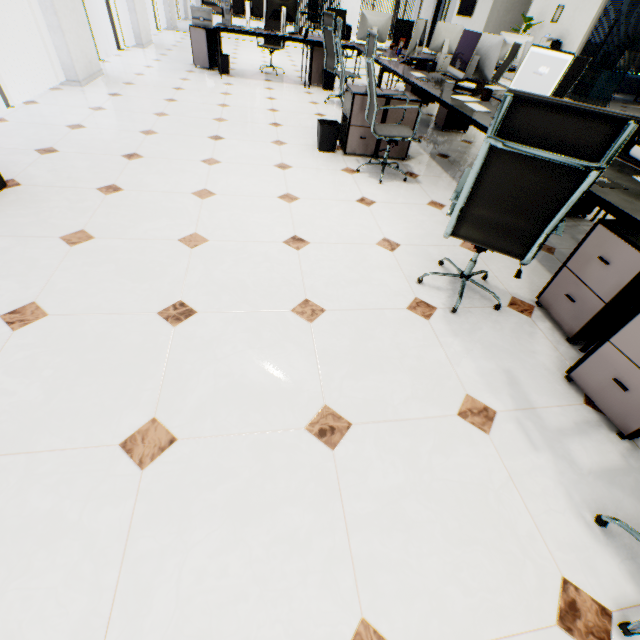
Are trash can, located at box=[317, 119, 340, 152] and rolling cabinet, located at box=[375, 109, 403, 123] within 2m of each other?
yes

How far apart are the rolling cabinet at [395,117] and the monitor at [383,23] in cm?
335

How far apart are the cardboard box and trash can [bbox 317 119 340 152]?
4.41m

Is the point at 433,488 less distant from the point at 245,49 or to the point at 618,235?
the point at 618,235

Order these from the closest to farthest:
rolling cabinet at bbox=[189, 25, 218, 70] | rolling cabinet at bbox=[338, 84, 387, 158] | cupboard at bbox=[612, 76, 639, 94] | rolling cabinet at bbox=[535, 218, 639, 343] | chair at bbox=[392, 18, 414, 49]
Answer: rolling cabinet at bbox=[535, 218, 639, 343], rolling cabinet at bbox=[338, 84, 387, 158], rolling cabinet at bbox=[189, 25, 218, 70], chair at bbox=[392, 18, 414, 49], cupboard at bbox=[612, 76, 639, 94]

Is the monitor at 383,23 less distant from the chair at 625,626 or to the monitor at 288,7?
the monitor at 288,7

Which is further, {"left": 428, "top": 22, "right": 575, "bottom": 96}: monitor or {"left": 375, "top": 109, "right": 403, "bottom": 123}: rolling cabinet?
{"left": 375, "top": 109, "right": 403, "bottom": 123}: rolling cabinet

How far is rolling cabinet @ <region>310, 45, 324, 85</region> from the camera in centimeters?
625cm
